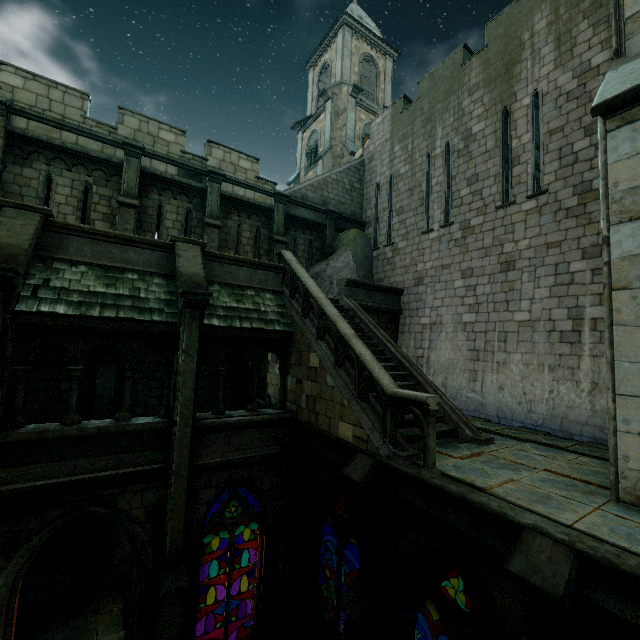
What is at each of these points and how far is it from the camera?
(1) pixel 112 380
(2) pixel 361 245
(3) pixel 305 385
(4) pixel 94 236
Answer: (1) stone column, 10.30m
(2) rock, 15.25m
(3) stair, 8.83m
(4) wall trim, 8.05m

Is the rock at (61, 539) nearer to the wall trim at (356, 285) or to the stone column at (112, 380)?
the stone column at (112, 380)

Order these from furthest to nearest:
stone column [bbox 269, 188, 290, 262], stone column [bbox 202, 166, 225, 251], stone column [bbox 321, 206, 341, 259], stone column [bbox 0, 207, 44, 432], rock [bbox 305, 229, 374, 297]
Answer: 1. stone column [bbox 321, 206, 341, 259]
2. rock [bbox 305, 229, 374, 297]
3. stone column [bbox 269, 188, 290, 262]
4. stone column [bbox 202, 166, 225, 251]
5. stone column [bbox 0, 207, 44, 432]

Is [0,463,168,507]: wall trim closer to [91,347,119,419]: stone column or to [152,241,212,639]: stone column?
[152,241,212,639]: stone column

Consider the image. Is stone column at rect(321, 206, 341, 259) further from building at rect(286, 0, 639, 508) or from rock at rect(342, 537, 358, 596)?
rock at rect(342, 537, 358, 596)

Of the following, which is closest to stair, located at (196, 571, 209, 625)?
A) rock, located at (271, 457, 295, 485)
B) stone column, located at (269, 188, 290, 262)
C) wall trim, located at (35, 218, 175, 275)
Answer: rock, located at (271, 457, 295, 485)

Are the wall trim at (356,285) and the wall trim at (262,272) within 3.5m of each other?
yes

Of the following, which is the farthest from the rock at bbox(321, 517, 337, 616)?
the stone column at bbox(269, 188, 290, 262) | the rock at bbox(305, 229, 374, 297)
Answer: the stone column at bbox(269, 188, 290, 262)
